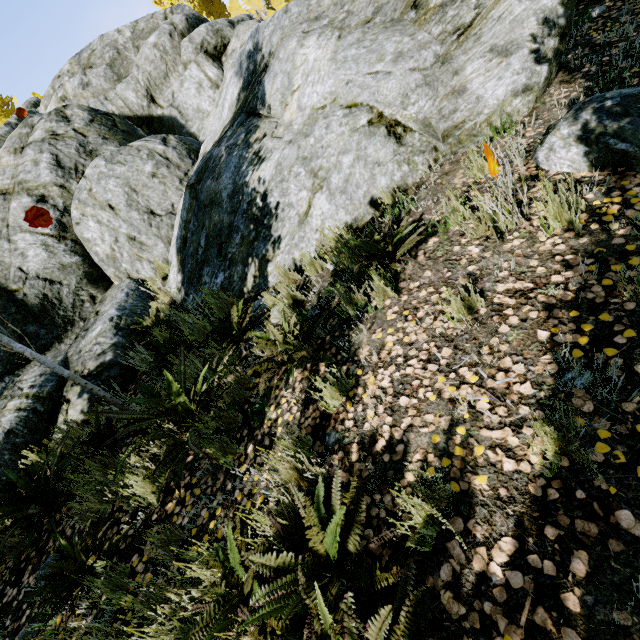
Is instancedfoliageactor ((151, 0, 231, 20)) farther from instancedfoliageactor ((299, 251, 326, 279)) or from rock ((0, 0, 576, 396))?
rock ((0, 0, 576, 396))

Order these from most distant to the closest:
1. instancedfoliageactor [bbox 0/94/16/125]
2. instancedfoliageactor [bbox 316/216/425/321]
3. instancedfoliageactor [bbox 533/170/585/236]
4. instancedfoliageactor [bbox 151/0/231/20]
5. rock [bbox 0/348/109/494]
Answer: instancedfoliageactor [bbox 0/94/16/125]
instancedfoliageactor [bbox 151/0/231/20]
rock [bbox 0/348/109/494]
instancedfoliageactor [bbox 316/216/425/321]
instancedfoliageactor [bbox 533/170/585/236]

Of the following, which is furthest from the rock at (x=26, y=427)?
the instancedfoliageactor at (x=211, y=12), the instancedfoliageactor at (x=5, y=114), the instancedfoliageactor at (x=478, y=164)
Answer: the instancedfoliageactor at (x=5, y=114)

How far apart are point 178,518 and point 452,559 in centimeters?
239cm

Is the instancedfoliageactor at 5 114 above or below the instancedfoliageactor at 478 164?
Answer: above

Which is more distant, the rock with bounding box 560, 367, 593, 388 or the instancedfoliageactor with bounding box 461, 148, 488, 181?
the instancedfoliageactor with bounding box 461, 148, 488, 181

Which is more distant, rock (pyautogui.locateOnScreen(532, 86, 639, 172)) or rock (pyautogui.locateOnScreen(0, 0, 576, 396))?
rock (pyautogui.locateOnScreen(0, 0, 576, 396))
